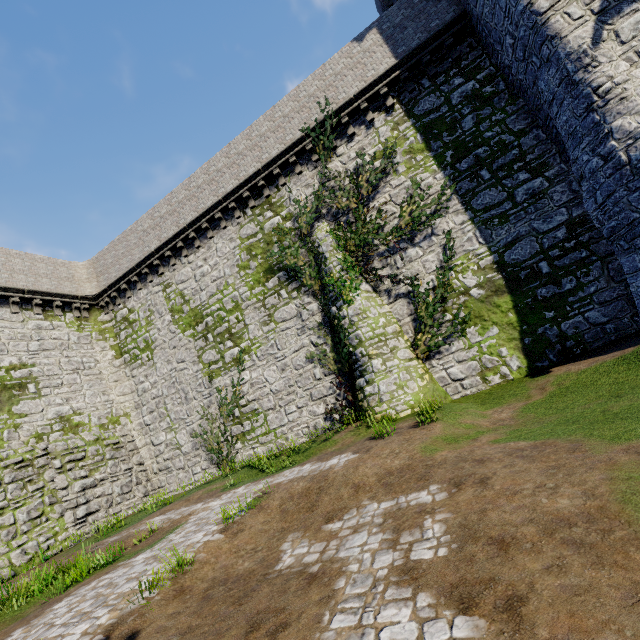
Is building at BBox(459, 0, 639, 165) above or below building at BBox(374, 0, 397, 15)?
below

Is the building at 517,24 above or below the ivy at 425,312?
above

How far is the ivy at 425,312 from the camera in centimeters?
1285cm

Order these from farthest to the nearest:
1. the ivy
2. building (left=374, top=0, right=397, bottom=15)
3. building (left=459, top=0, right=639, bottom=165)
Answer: building (left=374, top=0, right=397, bottom=15)
the ivy
building (left=459, top=0, right=639, bottom=165)

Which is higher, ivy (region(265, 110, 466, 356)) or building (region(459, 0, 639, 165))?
building (region(459, 0, 639, 165))

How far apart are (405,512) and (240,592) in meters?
3.0 m

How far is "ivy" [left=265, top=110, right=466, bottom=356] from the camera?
12.85m
